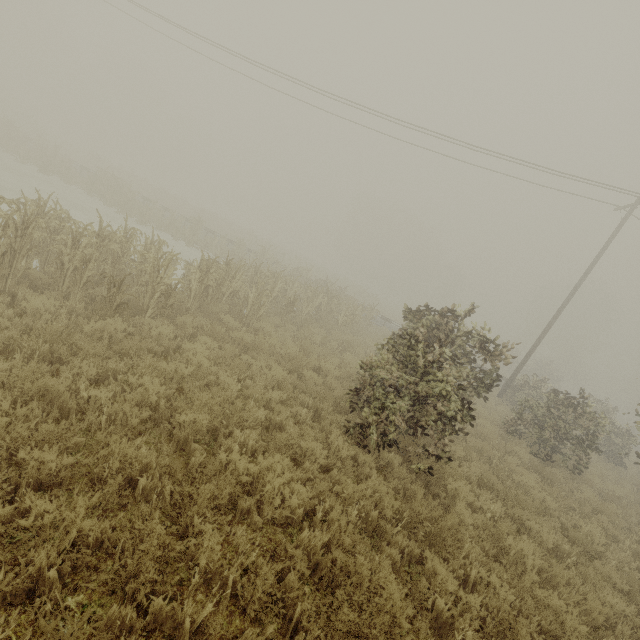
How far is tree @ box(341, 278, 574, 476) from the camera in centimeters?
634cm

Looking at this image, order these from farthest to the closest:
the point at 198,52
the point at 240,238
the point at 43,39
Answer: the point at 43,39 < the point at 240,238 < the point at 198,52

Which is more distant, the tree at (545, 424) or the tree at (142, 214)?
the tree at (545, 424)

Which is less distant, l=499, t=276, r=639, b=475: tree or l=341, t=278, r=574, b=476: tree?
l=341, t=278, r=574, b=476: tree
